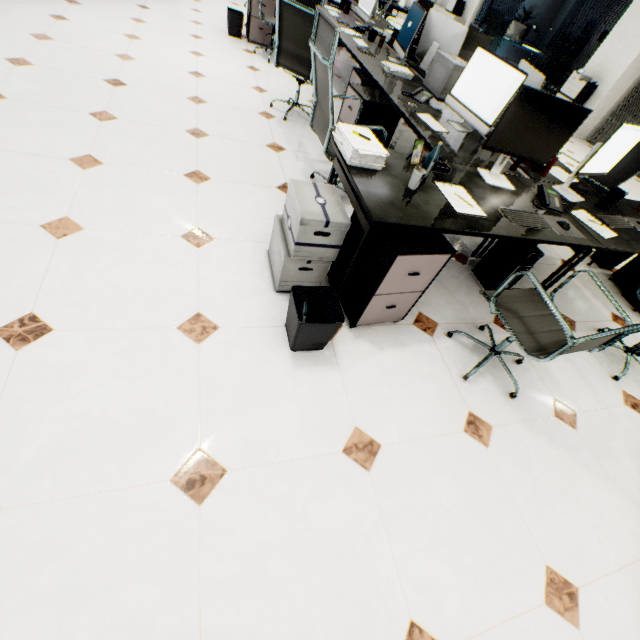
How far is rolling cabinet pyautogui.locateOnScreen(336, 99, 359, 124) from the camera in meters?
3.0

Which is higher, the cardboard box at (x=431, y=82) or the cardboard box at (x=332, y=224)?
the cardboard box at (x=431, y=82)

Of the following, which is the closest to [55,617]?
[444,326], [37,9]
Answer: [444,326]

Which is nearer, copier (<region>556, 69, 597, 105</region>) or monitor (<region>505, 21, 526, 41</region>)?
copier (<region>556, 69, 597, 105</region>)

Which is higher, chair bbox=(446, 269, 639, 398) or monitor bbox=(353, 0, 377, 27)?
monitor bbox=(353, 0, 377, 27)

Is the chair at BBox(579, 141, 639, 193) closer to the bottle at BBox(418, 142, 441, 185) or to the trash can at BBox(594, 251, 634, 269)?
the trash can at BBox(594, 251, 634, 269)

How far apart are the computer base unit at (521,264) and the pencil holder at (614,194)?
0.9 meters

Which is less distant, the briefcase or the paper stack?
the paper stack
